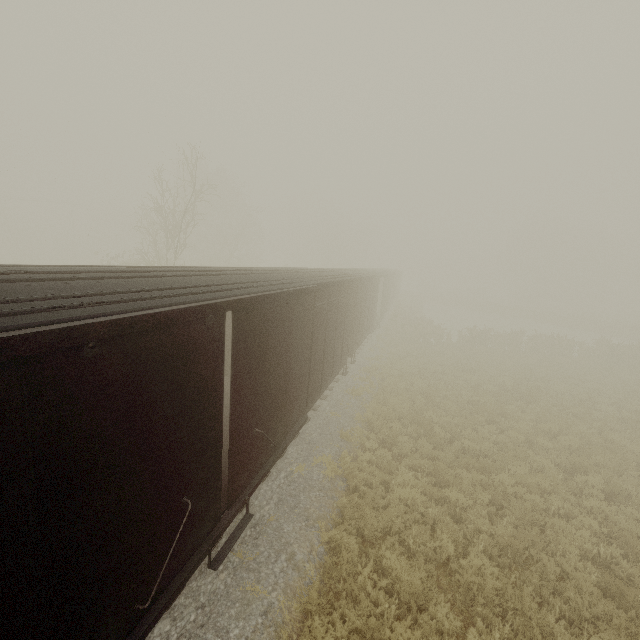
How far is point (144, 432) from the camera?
3.3 meters

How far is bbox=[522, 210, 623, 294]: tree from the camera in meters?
56.4

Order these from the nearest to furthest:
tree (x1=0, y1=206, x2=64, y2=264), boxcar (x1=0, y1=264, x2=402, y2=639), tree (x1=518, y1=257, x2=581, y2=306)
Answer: boxcar (x1=0, y1=264, x2=402, y2=639) < tree (x1=0, y1=206, x2=64, y2=264) < tree (x1=518, y1=257, x2=581, y2=306)

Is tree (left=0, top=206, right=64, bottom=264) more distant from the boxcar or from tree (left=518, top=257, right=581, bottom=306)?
tree (left=518, top=257, right=581, bottom=306)

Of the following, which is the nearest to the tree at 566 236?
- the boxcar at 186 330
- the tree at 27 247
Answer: the boxcar at 186 330

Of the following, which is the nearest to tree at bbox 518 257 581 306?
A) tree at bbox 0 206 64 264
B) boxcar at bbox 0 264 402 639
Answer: boxcar at bbox 0 264 402 639
